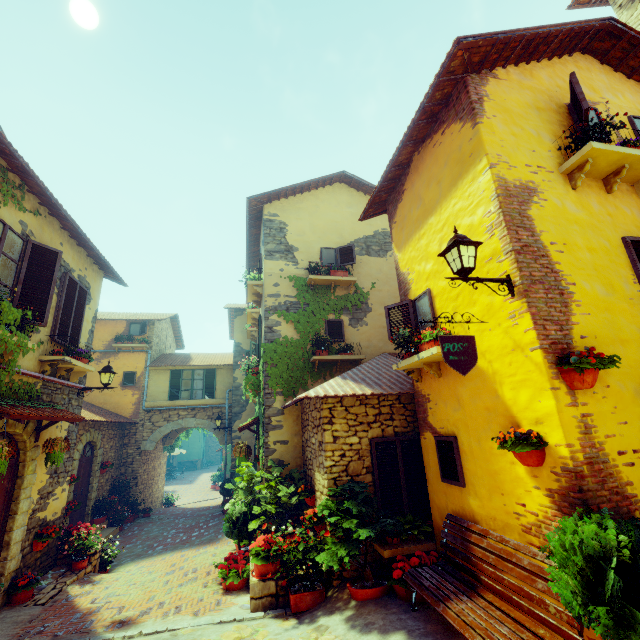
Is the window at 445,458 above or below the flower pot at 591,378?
below

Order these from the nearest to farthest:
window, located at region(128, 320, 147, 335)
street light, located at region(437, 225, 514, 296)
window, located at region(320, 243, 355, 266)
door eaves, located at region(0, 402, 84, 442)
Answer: street light, located at region(437, 225, 514, 296), door eaves, located at region(0, 402, 84, 442), window, located at region(320, 243, 355, 266), window, located at region(128, 320, 147, 335)

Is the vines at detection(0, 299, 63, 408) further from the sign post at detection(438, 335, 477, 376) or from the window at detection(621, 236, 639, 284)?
the sign post at detection(438, 335, 477, 376)

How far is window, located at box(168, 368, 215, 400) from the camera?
15.8m

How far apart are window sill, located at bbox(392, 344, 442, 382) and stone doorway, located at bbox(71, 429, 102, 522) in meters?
10.8 m

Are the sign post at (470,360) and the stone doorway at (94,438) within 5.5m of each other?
no

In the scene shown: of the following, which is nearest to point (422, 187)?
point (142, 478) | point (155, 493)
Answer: point (142, 478)

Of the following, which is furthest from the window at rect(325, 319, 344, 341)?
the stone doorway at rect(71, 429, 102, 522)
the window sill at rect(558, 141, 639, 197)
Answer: the stone doorway at rect(71, 429, 102, 522)
